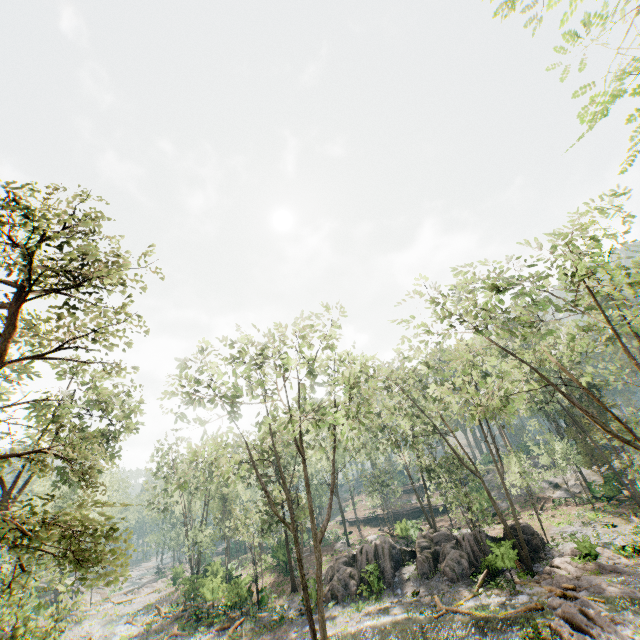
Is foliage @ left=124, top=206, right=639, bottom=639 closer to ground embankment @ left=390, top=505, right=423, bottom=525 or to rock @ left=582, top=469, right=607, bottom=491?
rock @ left=582, top=469, right=607, bottom=491

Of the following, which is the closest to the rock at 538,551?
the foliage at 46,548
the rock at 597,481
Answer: the foliage at 46,548

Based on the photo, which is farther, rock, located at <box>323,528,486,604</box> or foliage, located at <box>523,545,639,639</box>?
rock, located at <box>323,528,486,604</box>

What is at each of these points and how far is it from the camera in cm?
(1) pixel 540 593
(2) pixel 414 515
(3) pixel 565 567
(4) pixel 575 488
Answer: (1) rock, 1944
(2) ground embankment, 5200
(3) foliage, 2189
(4) rock, 4138

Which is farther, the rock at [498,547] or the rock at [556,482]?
the rock at [556,482]

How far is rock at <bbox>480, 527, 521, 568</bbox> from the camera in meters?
22.0

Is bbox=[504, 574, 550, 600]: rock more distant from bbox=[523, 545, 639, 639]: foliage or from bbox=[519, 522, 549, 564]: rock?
bbox=[519, 522, 549, 564]: rock

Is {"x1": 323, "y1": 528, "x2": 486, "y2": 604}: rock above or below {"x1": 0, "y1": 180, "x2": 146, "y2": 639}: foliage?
below
